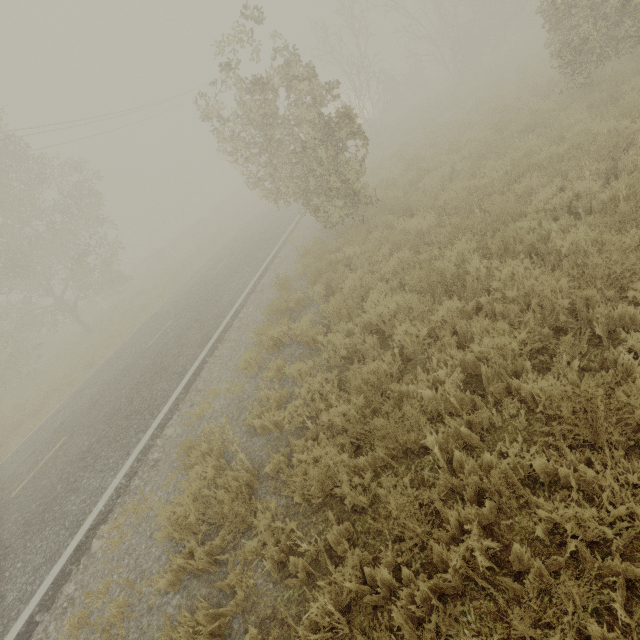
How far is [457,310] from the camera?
4.64m
